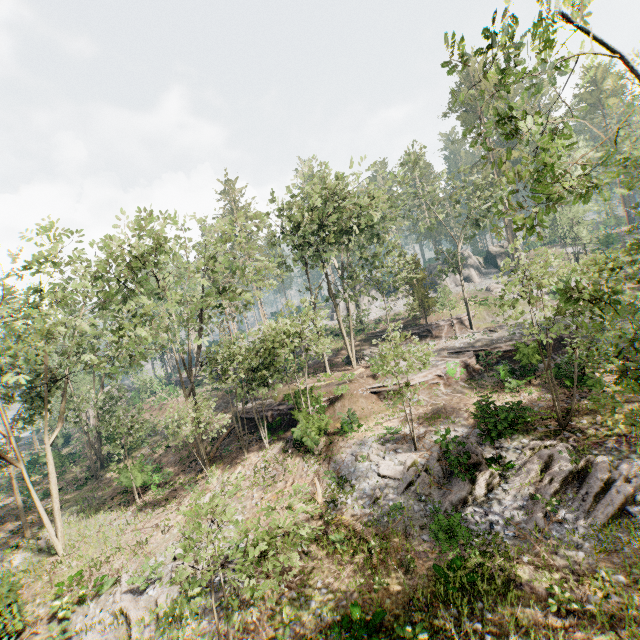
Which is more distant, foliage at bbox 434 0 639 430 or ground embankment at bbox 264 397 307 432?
ground embankment at bbox 264 397 307 432

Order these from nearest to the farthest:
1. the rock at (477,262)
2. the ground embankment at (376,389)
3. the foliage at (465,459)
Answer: the foliage at (465,459), the ground embankment at (376,389), the rock at (477,262)

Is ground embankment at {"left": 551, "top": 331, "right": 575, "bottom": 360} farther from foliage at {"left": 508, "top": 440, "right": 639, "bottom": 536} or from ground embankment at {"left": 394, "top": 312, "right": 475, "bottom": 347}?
ground embankment at {"left": 394, "top": 312, "right": 475, "bottom": 347}

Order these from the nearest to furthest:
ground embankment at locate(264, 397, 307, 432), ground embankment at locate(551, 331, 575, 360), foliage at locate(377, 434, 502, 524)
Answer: foliage at locate(377, 434, 502, 524) → ground embankment at locate(551, 331, 575, 360) → ground embankment at locate(264, 397, 307, 432)

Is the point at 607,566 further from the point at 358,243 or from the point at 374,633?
the point at 358,243

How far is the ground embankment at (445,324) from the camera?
35.5 meters

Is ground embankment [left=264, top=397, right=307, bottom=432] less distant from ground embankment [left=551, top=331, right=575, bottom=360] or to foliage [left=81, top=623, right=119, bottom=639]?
foliage [left=81, top=623, right=119, bottom=639]
